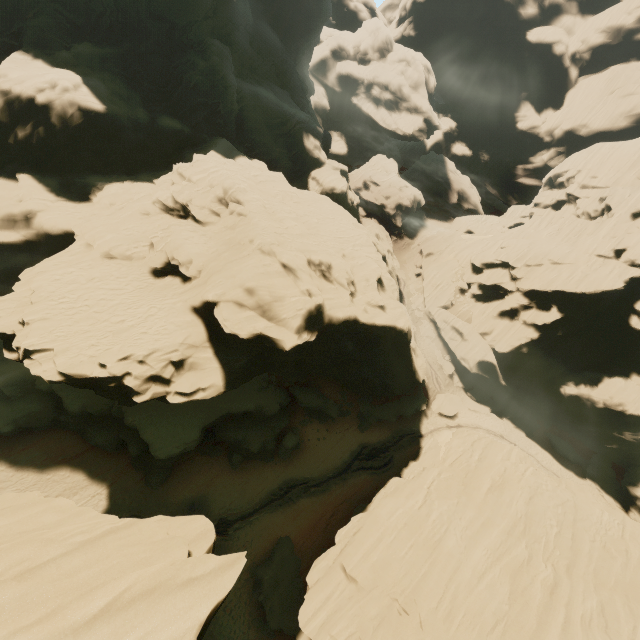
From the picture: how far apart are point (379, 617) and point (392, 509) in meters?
6.4 m

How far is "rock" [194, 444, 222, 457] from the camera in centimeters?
3139cm

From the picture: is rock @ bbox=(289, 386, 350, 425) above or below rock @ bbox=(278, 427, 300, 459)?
above

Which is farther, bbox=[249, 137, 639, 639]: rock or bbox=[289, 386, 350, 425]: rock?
bbox=[289, 386, 350, 425]: rock

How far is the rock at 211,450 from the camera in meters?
31.4 m

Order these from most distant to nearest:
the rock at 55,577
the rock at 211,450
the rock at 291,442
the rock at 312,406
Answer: the rock at 312,406, the rock at 291,442, the rock at 211,450, the rock at 55,577
